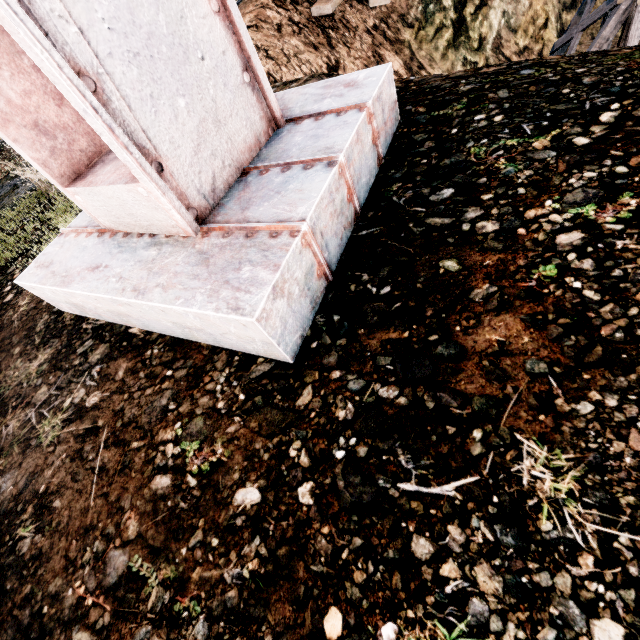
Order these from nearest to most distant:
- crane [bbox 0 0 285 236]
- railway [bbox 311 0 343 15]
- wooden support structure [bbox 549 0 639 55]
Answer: crane [bbox 0 0 285 236] → wooden support structure [bbox 549 0 639 55] → railway [bbox 311 0 343 15]

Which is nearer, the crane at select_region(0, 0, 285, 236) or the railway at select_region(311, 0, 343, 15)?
the crane at select_region(0, 0, 285, 236)

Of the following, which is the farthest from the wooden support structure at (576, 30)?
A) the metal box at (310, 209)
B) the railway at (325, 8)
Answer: the metal box at (310, 209)

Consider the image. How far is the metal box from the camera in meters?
2.0

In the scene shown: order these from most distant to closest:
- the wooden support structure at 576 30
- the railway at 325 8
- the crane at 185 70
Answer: the railway at 325 8, the wooden support structure at 576 30, the crane at 185 70

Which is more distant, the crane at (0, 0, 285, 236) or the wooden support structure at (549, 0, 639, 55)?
the wooden support structure at (549, 0, 639, 55)

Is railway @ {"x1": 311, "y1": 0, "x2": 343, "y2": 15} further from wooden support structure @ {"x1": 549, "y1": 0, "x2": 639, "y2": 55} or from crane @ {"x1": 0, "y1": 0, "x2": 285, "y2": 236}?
crane @ {"x1": 0, "y1": 0, "x2": 285, "y2": 236}

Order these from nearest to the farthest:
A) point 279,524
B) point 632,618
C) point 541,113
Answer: point 632,618 < point 279,524 < point 541,113
